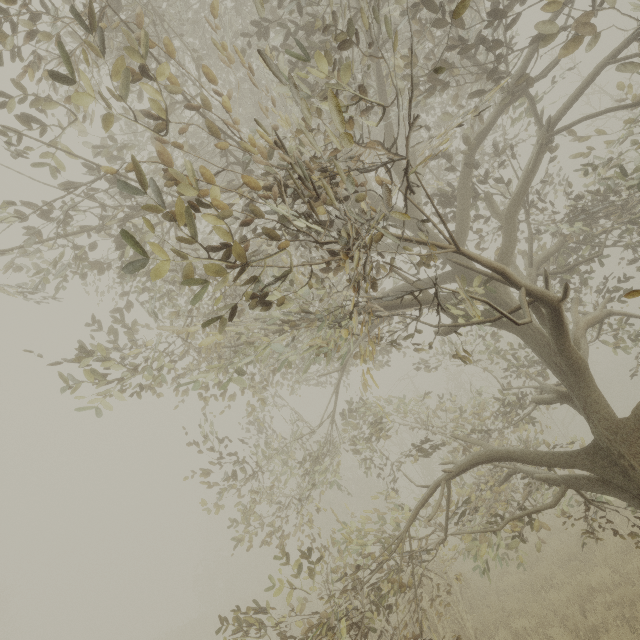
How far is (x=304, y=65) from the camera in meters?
4.8
